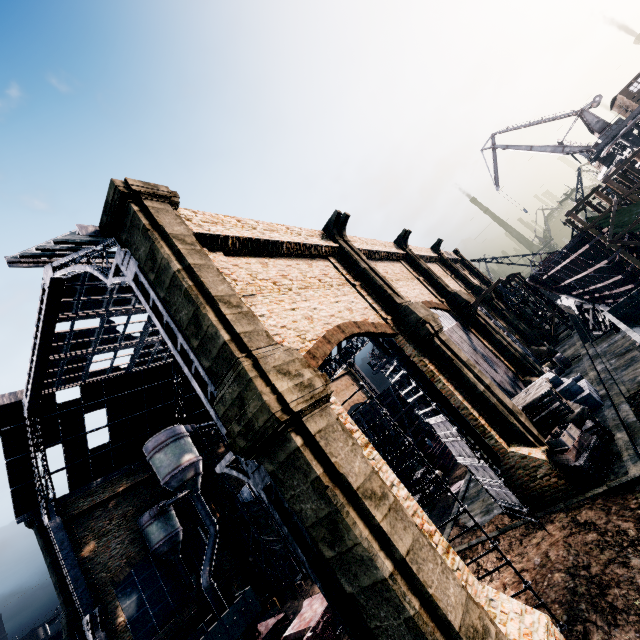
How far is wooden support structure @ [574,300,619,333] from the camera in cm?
3077

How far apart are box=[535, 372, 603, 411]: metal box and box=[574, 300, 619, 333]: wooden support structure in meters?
27.6

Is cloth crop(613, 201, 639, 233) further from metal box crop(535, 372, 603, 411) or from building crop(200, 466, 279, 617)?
metal box crop(535, 372, 603, 411)

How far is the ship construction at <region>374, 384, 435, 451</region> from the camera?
32.31m

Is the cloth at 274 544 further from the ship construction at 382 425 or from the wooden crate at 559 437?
the wooden crate at 559 437

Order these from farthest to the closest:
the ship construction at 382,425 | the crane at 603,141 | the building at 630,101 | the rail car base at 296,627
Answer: the crane at 603,141 → the building at 630,101 → the ship construction at 382,425 → the rail car base at 296,627

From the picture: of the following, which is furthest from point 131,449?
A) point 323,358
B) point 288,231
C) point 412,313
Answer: point 412,313
